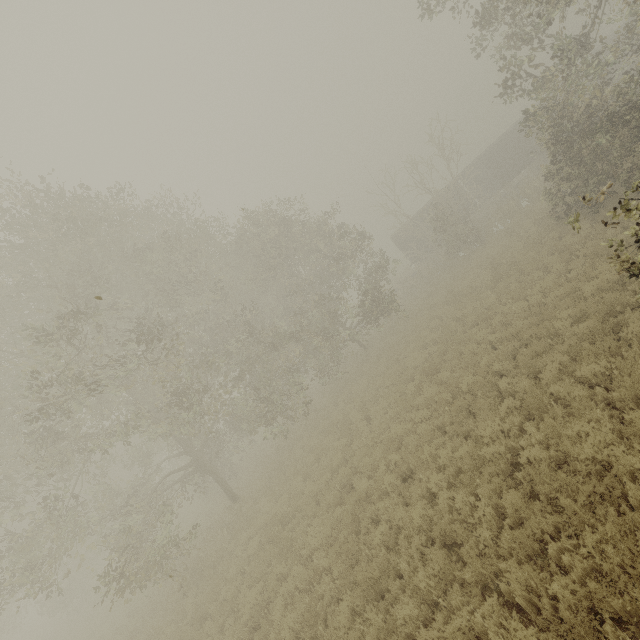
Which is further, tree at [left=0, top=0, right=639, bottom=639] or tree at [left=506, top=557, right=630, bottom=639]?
tree at [left=0, top=0, right=639, bottom=639]

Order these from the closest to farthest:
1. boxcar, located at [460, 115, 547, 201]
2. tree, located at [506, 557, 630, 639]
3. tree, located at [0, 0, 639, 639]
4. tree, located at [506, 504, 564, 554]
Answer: tree, located at [506, 557, 630, 639]
tree, located at [506, 504, 564, 554]
tree, located at [0, 0, 639, 639]
boxcar, located at [460, 115, 547, 201]

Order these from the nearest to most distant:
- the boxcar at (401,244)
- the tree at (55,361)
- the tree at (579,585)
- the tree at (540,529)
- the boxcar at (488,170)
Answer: the tree at (579,585), the tree at (540,529), the tree at (55,361), the boxcar at (488,170), the boxcar at (401,244)

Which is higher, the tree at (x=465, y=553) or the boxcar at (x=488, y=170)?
the boxcar at (x=488, y=170)

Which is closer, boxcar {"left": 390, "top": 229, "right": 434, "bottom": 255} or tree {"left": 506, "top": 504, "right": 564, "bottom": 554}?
tree {"left": 506, "top": 504, "right": 564, "bottom": 554}

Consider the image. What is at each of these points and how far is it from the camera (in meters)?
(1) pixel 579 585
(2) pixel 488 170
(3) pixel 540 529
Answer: (1) tree, 4.52
(2) boxcar, 33.81
(3) tree, 5.36

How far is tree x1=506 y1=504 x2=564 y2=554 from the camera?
5.36m

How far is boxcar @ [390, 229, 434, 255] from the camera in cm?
3288
